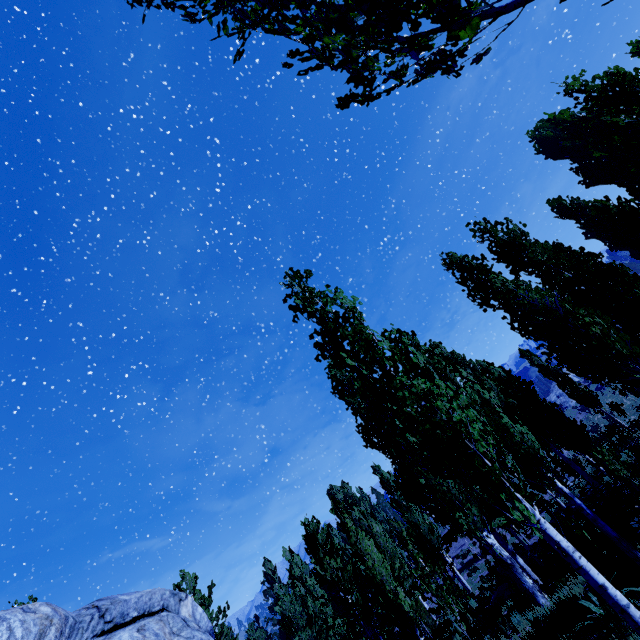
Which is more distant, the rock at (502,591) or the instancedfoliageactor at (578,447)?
the rock at (502,591)

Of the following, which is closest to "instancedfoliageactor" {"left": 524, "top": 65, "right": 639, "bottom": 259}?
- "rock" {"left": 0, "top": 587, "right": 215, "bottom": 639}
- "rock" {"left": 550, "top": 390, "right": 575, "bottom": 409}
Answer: "rock" {"left": 0, "top": 587, "right": 215, "bottom": 639}

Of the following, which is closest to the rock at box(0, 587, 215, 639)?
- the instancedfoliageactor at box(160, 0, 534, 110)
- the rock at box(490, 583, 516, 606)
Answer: the instancedfoliageactor at box(160, 0, 534, 110)

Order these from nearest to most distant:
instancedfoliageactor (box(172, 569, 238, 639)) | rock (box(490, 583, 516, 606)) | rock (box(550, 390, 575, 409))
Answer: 1. rock (box(490, 583, 516, 606))
2. instancedfoliageactor (box(172, 569, 238, 639))
3. rock (box(550, 390, 575, 409))

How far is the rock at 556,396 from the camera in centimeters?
5188cm

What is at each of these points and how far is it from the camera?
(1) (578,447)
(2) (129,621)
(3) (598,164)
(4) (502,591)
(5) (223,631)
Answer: (1) instancedfoliageactor, 14.2m
(2) rock, 4.0m
(3) instancedfoliageactor, 20.3m
(4) rock, 16.8m
(5) instancedfoliageactor, 19.7m

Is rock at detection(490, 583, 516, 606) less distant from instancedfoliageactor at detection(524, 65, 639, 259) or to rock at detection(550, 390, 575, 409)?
instancedfoliageactor at detection(524, 65, 639, 259)
